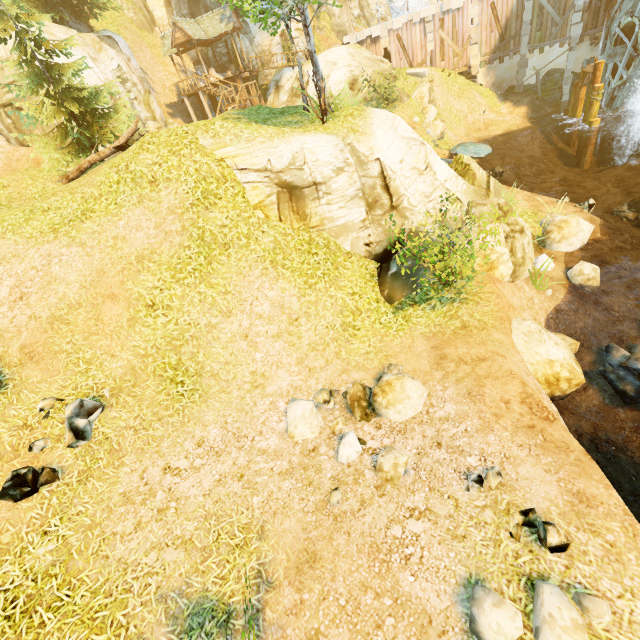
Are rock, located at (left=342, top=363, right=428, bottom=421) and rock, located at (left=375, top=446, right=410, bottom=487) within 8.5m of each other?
yes

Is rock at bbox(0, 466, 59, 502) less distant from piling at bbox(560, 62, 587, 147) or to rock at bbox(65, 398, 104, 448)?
rock at bbox(65, 398, 104, 448)

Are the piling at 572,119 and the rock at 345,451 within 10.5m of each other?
no

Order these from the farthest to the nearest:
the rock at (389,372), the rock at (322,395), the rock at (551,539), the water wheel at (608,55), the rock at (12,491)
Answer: the water wheel at (608,55) → the rock at (322,395) → the rock at (389,372) → the rock at (12,491) → the rock at (551,539)

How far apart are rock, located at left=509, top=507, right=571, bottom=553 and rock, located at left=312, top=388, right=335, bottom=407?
3.8 meters

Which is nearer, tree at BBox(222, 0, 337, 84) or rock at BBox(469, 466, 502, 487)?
rock at BBox(469, 466, 502, 487)

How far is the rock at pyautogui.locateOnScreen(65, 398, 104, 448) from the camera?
6.4m

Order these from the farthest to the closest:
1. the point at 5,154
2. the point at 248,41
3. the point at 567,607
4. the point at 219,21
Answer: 1. the point at 248,41
2. the point at 219,21
3. the point at 5,154
4. the point at 567,607
